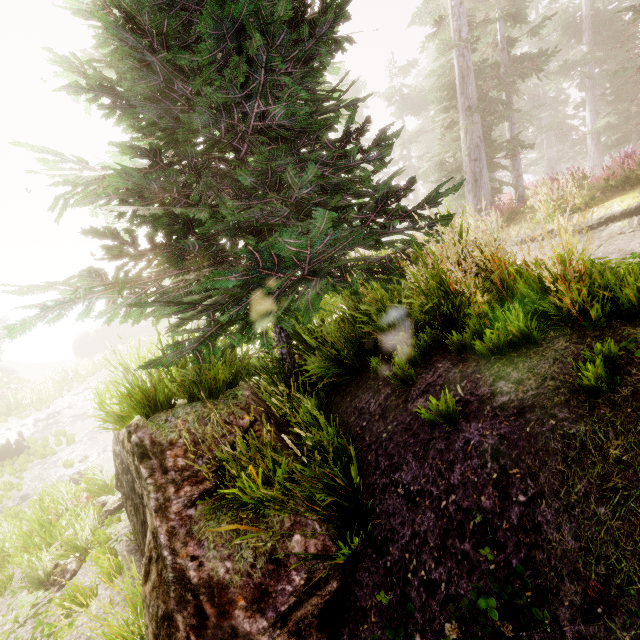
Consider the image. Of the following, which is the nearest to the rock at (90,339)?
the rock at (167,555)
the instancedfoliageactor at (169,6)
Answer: the instancedfoliageactor at (169,6)

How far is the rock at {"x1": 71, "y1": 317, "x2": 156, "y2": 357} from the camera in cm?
3909

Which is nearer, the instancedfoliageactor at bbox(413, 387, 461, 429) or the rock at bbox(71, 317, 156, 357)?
the instancedfoliageactor at bbox(413, 387, 461, 429)

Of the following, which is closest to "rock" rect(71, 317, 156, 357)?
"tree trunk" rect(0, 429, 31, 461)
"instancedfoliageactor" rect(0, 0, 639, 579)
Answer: "instancedfoliageactor" rect(0, 0, 639, 579)

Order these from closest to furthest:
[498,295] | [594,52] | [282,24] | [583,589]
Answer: [583,589]
[282,24]
[498,295]
[594,52]

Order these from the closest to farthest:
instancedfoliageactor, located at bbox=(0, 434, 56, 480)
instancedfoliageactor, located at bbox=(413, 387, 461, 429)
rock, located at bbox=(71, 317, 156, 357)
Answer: instancedfoliageactor, located at bbox=(413, 387, 461, 429)
instancedfoliageactor, located at bbox=(0, 434, 56, 480)
rock, located at bbox=(71, 317, 156, 357)

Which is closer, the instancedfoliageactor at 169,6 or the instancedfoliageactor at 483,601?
the instancedfoliageactor at 483,601

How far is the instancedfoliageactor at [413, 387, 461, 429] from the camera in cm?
246
